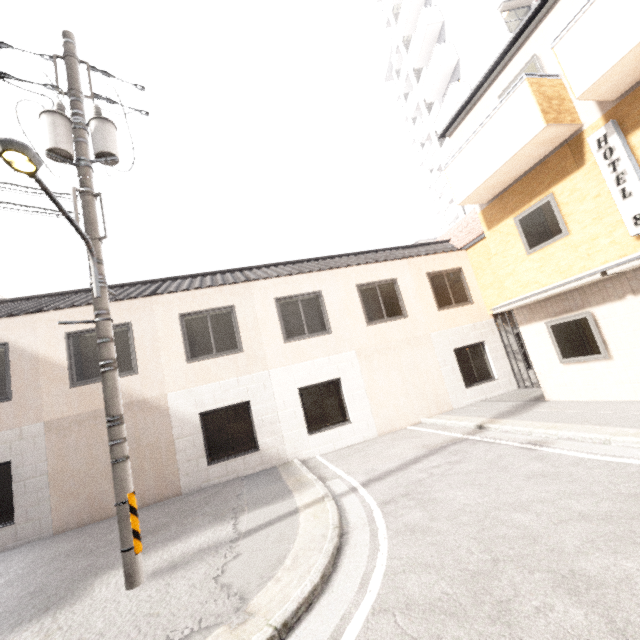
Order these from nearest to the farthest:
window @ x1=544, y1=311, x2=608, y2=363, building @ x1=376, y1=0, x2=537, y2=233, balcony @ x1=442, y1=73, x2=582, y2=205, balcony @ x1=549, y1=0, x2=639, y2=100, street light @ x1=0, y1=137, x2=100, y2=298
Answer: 1. street light @ x1=0, y1=137, x2=100, y2=298
2. balcony @ x1=549, y1=0, x2=639, y2=100
3. balcony @ x1=442, y1=73, x2=582, y2=205
4. window @ x1=544, y1=311, x2=608, y2=363
5. building @ x1=376, y1=0, x2=537, y2=233

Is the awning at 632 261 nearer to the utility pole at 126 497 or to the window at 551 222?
the window at 551 222

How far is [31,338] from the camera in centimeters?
881cm

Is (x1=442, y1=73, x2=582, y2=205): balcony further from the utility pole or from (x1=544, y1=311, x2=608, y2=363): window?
the utility pole

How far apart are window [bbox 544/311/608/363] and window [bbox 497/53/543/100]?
5.0m

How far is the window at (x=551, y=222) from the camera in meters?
8.0 m

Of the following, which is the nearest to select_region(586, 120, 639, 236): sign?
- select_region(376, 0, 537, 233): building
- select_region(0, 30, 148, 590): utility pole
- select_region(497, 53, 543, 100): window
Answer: select_region(497, 53, 543, 100): window

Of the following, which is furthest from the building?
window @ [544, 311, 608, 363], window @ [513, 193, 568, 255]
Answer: window @ [544, 311, 608, 363]
